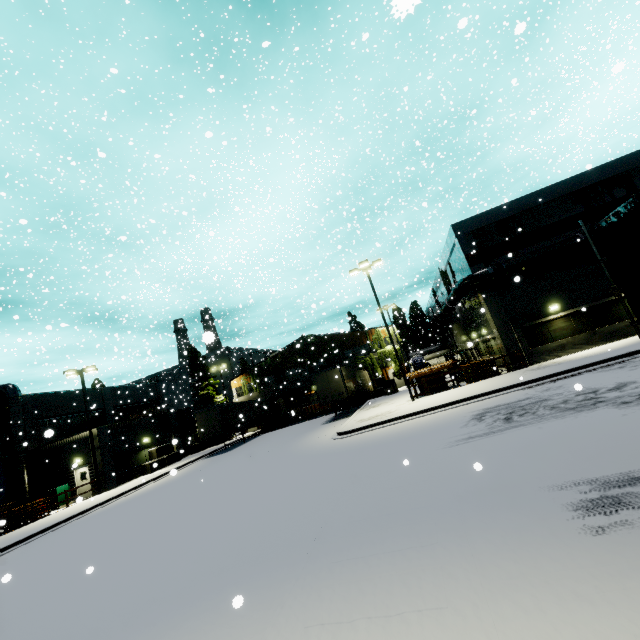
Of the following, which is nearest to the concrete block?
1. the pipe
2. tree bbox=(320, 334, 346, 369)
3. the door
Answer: the door

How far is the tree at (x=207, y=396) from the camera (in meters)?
44.12

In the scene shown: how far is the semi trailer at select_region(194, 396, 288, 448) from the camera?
29.12m

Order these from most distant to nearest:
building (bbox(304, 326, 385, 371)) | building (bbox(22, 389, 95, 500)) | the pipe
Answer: building (bbox(304, 326, 385, 371)), building (bbox(22, 389, 95, 500)), the pipe

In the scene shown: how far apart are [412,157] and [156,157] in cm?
2962

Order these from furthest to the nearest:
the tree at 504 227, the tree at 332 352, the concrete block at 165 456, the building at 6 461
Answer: the tree at 332 352, the concrete block at 165 456, the building at 6 461, the tree at 504 227

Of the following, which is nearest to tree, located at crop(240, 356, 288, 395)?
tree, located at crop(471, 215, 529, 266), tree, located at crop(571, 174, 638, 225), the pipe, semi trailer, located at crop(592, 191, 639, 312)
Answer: semi trailer, located at crop(592, 191, 639, 312)

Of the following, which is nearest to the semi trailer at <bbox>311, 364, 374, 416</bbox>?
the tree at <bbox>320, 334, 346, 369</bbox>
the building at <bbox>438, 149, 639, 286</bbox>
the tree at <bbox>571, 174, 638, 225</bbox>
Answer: the building at <bbox>438, 149, 639, 286</bbox>
